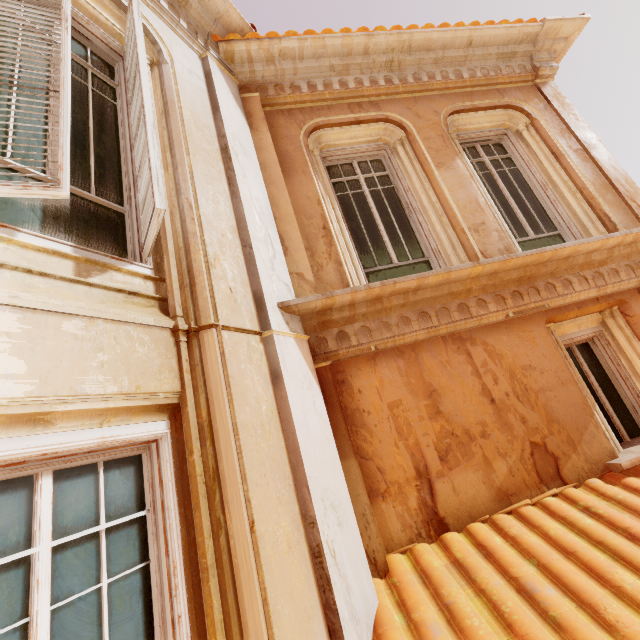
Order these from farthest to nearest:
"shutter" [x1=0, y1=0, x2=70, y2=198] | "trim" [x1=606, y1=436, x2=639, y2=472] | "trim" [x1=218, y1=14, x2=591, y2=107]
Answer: "trim" [x1=218, y1=14, x2=591, y2=107]
"trim" [x1=606, y1=436, x2=639, y2=472]
"shutter" [x1=0, y1=0, x2=70, y2=198]

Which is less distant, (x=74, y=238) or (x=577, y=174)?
(x=74, y=238)

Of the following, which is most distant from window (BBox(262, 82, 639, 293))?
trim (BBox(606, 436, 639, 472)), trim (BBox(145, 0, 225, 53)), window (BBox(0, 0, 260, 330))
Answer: trim (BBox(606, 436, 639, 472))

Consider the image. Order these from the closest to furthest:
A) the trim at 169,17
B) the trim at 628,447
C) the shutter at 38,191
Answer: the shutter at 38,191, the trim at 628,447, the trim at 169,17

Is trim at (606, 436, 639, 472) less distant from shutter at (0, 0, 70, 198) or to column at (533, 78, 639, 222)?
column at (533, 78, 639, 222)

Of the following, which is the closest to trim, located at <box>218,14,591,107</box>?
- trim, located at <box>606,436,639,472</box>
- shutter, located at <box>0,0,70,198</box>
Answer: shutter, located at <box>0,0,70,198</box>

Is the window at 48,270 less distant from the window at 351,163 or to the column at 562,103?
the window at 351,163

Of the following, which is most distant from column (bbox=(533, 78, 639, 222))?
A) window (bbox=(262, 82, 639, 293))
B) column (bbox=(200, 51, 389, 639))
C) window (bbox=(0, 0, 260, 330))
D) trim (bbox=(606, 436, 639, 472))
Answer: window (bbox=(0, 0, 260, 330))
